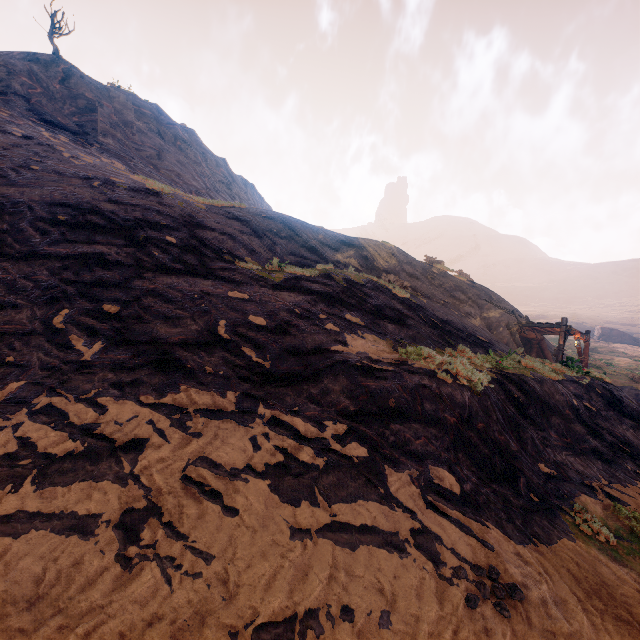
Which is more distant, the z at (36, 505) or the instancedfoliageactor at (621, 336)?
the instancedfoliageactor at (621, 336)

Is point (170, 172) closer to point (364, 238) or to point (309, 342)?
point (364, 238)

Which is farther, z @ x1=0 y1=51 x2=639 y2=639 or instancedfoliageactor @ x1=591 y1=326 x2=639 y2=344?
instancedfoliageactor @ x1=591 y1=326 x2=639 y2=344
